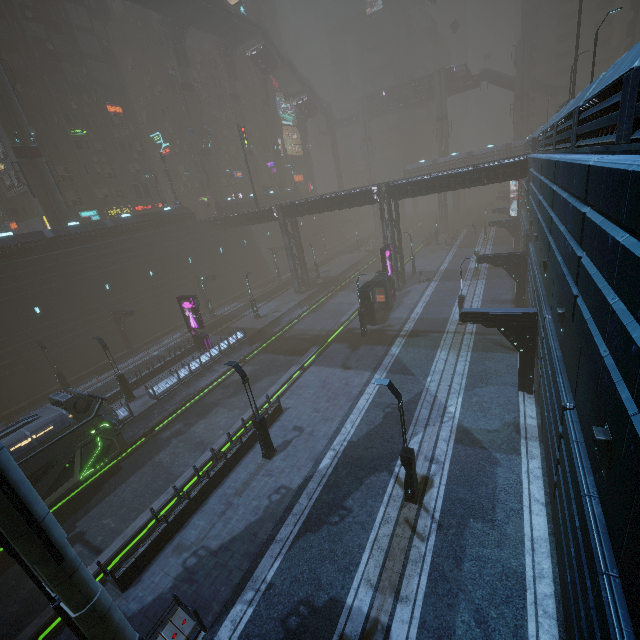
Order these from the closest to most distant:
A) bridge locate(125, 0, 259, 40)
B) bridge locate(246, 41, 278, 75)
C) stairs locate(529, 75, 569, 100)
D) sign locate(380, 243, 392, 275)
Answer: sign locate(380, 243, 392, 275) → bridge locate(125, 0, 259, 40) → bridge locate(246, 41, 278, 75) → stairs locate(529, 75, 569, 100)

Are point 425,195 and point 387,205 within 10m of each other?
yes

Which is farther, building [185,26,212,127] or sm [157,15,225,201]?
building [185,26,212,127]

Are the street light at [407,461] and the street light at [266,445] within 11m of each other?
yes

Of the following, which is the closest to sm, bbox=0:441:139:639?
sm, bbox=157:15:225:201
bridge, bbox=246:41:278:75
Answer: sm, bbox=157:15:225:201

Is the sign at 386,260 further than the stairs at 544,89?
No

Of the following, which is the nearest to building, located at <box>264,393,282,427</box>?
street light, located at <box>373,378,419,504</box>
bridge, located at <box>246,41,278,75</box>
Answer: street light, located at <box>373,378,419,504</box>

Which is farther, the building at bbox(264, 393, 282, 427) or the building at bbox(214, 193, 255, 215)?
the building at bbox(214, 193, 255, 215)
